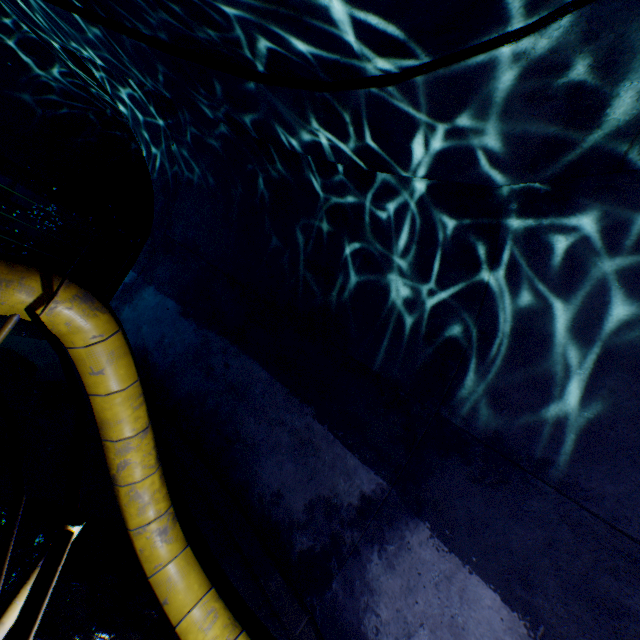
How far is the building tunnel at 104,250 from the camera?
10.0m

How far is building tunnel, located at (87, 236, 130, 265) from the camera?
10.0 meters

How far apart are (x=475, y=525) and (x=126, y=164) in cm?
1087

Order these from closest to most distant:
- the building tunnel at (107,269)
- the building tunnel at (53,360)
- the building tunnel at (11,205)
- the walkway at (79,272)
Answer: the building tunnel at (53,360), the walkway at (79,272), the building tunnel at (11,205), the building tunnel at (107,269)

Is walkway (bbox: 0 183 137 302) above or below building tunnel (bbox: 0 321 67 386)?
above

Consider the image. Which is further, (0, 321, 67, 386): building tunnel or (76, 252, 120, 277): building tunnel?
(76, 252, 120, 277): building tunnel
